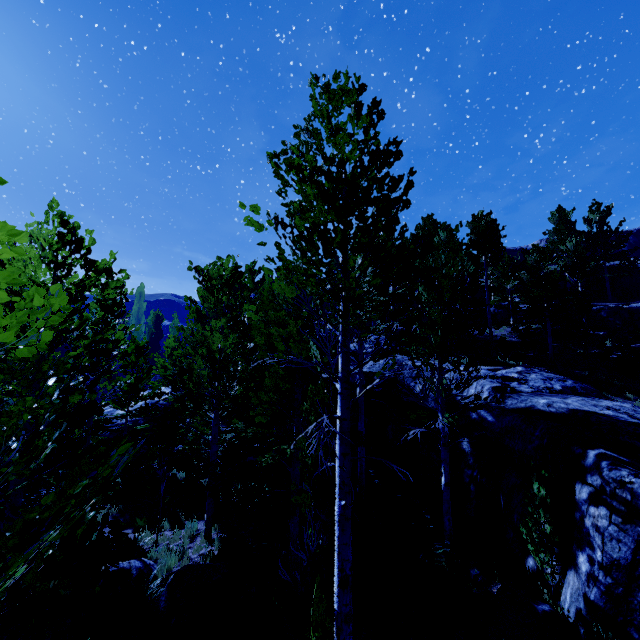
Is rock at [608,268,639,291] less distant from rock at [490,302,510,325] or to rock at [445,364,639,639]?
rock at [490,302,510,325]

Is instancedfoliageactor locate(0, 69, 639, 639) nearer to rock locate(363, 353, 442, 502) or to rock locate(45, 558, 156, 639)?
rock locate(363, 353, 442, 502)

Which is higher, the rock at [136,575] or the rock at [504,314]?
the rock at [504,314]

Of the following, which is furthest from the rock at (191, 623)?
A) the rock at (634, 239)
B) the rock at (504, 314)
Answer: the rock at (634, 239)

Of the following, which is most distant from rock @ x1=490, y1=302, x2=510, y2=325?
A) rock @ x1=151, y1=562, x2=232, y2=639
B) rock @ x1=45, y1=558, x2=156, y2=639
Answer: rock @ x1=45, y1=558, x2=156, y2=639

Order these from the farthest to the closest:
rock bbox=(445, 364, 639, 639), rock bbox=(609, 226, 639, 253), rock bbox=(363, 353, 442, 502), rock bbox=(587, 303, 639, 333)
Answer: rock bbox=(609, 226, 639, 253)
rock bbox=(587, 303, 639, 333)
rock bbox=(363, 353, 442, 502)
rock bbox=(445, 364, 639, 639)

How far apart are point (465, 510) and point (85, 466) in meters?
10.5 m

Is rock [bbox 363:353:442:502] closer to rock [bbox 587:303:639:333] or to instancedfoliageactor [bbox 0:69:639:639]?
instancedfoliageactor [bbox 0:69:639:639]
